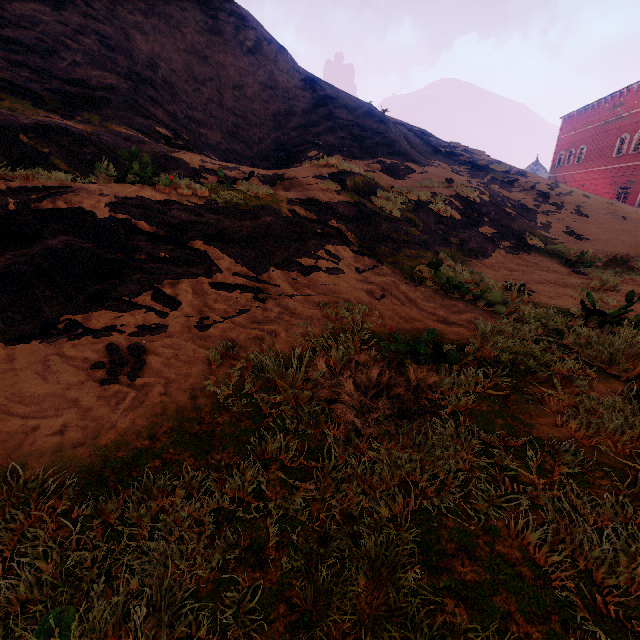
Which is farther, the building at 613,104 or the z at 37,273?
the building at 613,104

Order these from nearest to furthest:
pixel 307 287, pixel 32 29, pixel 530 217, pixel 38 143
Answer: pixel 307 287
pixel 38 143
pixel 32 29
pixel 530 217

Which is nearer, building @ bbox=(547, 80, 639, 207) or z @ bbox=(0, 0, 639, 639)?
z @ bbox=(0, 0, 639, 639)
